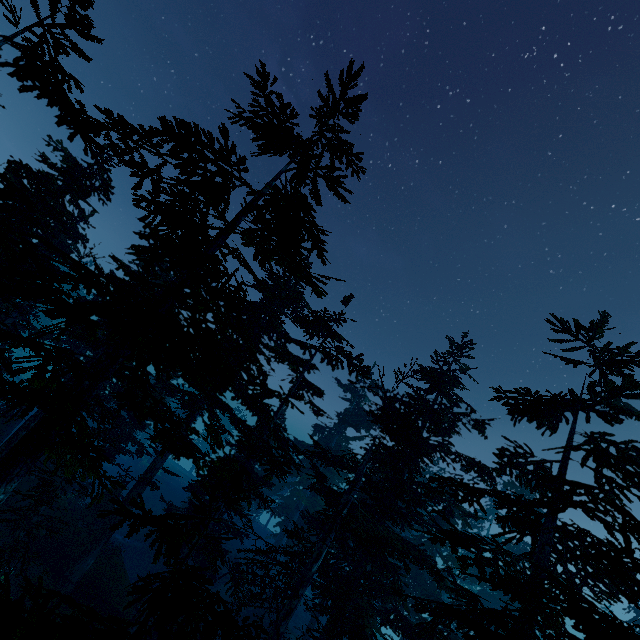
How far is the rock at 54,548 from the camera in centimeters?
1816cm

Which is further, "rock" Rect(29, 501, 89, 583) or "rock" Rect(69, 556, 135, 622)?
"rock" Rect(29, 501, 89, 583)

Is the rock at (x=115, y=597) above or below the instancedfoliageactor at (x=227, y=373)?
below

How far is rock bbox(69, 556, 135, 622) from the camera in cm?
1689

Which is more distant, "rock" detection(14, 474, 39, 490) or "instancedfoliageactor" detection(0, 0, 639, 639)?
"rock" detection(14, 474, 39, 490)

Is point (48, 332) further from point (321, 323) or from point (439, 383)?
point (439, 383)
